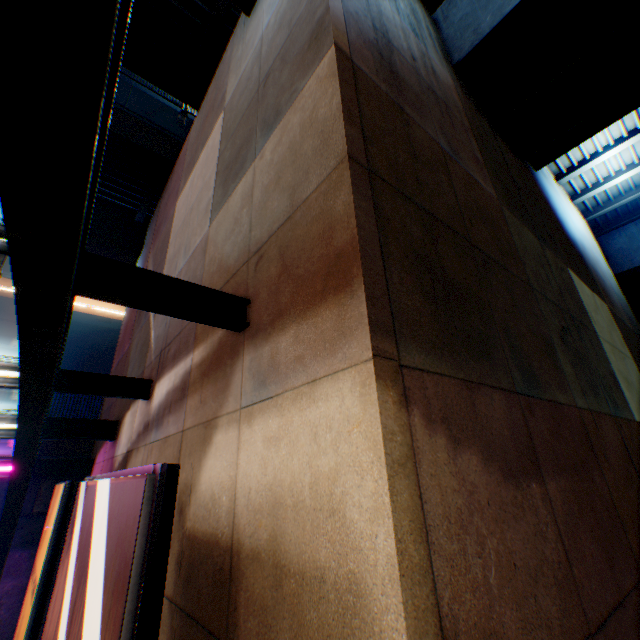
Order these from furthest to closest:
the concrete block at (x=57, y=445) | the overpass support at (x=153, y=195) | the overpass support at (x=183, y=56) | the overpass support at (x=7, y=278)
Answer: the overpass support at (x=7, y=278), the overpass support at (x=153, y=195), the concrete block at (x=57, y=445), the overpass support at (x=183, y=56)

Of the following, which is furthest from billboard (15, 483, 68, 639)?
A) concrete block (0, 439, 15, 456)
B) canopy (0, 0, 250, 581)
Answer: concrete block (0, 439, 15, 456)

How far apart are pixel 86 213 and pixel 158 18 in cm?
931

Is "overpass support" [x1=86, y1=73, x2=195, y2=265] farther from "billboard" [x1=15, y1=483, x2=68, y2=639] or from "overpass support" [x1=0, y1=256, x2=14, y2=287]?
"billboard" [x1=15, y1=483, x2=68, y2=639]

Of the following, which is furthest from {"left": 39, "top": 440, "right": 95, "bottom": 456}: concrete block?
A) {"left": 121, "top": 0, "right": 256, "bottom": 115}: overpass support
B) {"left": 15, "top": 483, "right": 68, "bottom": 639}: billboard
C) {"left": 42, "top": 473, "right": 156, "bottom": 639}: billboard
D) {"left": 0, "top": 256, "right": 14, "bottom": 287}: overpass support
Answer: {"left": 42, "top": 473, "right": 156, "bottom": 639}: billboard

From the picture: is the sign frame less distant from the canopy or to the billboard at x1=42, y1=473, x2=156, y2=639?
the billboard at x1=42, y1=473, x2=156, y2=639

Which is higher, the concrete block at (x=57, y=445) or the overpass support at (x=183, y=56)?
the overpass support at (x=183, y=56)

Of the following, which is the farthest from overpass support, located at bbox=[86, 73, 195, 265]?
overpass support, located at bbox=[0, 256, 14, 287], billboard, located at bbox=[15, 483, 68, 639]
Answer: billboard, located at bbox=[15, 483, 68, 639]
